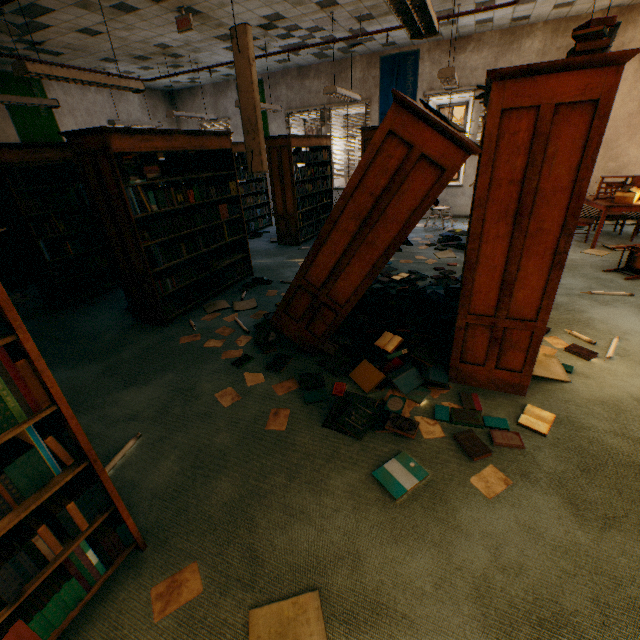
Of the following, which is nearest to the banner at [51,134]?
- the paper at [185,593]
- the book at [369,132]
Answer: the book at [369,132]

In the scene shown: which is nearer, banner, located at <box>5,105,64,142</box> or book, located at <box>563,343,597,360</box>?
book, located at <box>563,343,597,360</box>

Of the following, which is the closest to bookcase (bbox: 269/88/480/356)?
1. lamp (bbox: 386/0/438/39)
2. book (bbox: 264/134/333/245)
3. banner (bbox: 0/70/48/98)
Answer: lamp (bbox: 386/0/438/39)

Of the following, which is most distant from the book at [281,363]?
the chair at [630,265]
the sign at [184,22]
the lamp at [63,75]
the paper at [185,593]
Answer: the sign at [184,22]

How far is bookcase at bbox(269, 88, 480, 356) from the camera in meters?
2.1

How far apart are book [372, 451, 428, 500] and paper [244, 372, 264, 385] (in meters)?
1.34

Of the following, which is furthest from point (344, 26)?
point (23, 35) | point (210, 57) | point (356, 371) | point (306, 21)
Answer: point (356, 371)

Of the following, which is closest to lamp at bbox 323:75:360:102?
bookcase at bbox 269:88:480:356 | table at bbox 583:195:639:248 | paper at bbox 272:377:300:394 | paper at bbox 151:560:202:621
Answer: bookcase at bbox 269:88:480:356
